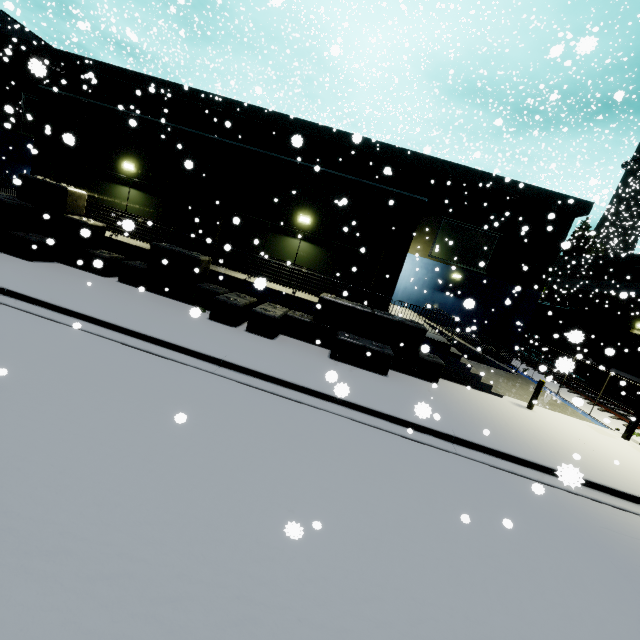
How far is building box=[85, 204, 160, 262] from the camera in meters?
12.8 m

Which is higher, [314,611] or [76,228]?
[76,228]

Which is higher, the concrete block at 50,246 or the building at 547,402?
the concrete block at 50,246

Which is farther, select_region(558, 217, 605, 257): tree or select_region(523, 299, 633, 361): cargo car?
select_region(558, 217, 605, 257): tree

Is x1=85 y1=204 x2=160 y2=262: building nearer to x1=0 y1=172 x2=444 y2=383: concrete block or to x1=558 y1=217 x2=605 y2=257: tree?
x1=0 y1=172 x2=444 y2=383: concrete block

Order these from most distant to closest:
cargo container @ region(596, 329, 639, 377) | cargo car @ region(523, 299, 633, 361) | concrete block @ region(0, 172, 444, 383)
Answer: cargo car @ region(523, 299, 633, 361), cargo container @ region(596, 329, 639, 377), concrete block @ region(0, 172, 444, 383)

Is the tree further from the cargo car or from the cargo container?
the cargo container

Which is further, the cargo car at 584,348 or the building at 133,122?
the cargo car at 584,348
